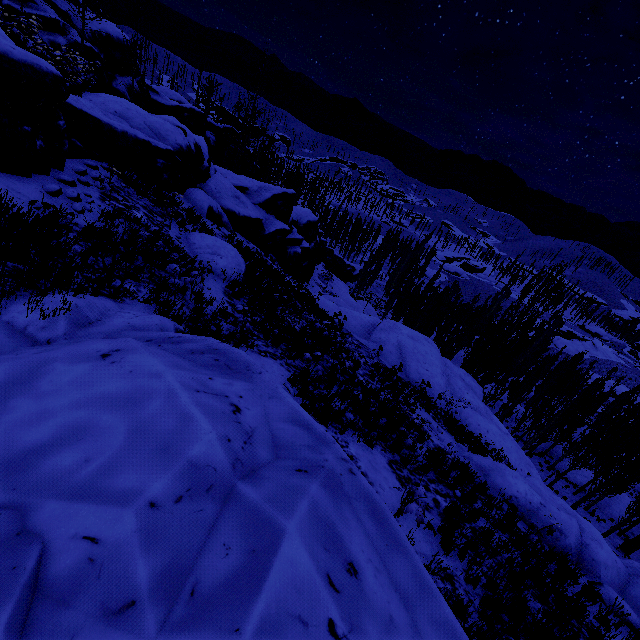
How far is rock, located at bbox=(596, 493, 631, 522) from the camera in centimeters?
2781cm

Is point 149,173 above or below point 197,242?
above

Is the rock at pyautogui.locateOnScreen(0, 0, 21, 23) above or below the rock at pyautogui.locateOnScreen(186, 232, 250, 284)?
above

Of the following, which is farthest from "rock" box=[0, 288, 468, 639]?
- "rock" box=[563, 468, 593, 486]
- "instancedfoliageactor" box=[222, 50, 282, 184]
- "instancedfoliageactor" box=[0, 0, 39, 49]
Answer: "rock" box=[563, 468, 593, 486]

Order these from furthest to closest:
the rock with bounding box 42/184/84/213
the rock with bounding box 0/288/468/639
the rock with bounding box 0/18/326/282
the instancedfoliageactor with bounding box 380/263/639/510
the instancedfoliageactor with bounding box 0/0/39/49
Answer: the instancedfoliageactor with bounding box 380/263/639/510, the instancedfoliageactor with bounding box 0/0/39/49, the rock with bounding box 42/184/84/213, the rock with bounding box 0/18/326/282, the rock with bounding box 0/288/468/639

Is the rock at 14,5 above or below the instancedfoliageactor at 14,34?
above

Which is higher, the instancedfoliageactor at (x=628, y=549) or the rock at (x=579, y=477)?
the instancedfoliageactor at (x=628, y=549)

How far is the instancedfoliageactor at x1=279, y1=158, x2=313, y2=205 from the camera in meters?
43.8
